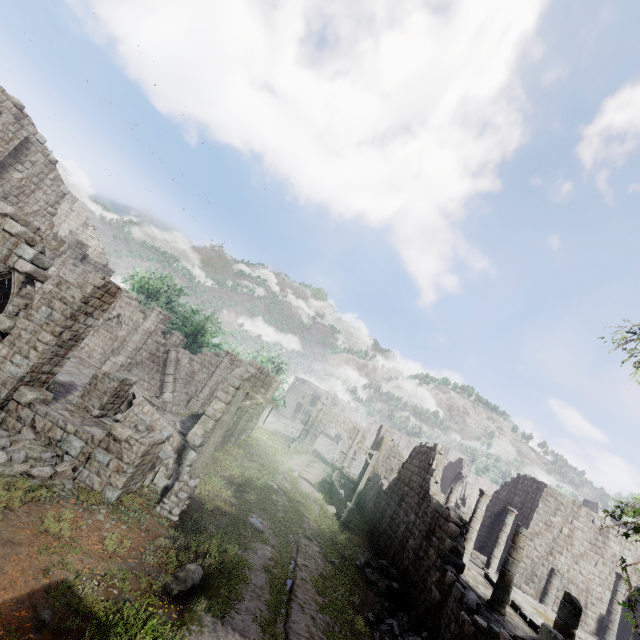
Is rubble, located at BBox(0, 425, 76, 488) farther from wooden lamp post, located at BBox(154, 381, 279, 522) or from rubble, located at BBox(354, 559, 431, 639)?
rubble, located at BBox(354, 559, 431, 639)

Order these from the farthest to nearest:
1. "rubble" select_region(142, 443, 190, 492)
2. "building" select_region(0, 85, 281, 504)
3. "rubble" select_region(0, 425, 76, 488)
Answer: "rubble" select_region(142, 443, 190, 492)
"building" select_region(0, 85, 281, 504)
"rubble" select_region(0, 425, 76, 488)

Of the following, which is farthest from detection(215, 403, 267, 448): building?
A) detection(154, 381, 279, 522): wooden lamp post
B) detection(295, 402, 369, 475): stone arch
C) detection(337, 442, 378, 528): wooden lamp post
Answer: detection(337, 442, 378, 528): wooden lamp post

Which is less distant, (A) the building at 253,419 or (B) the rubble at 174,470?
Result: (B) the rubble at 174,470

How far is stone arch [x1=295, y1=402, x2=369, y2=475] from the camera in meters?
40.4 m

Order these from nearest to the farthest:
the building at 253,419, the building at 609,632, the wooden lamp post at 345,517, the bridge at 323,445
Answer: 1. the building at 609,632
2. the wooden lamp post at 345,517
3. the building at 253,419
4. the bridge at 323,445

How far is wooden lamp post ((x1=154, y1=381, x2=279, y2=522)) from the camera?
10.26m

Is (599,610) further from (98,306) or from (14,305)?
(14,305)
